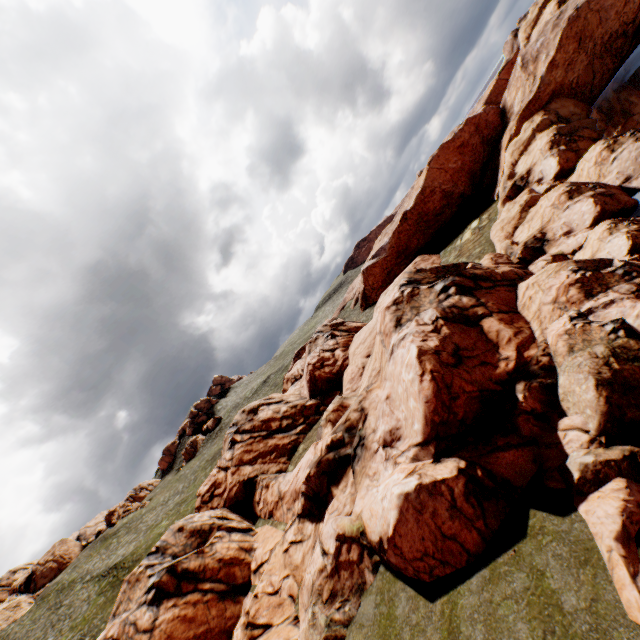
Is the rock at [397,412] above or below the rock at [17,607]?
below

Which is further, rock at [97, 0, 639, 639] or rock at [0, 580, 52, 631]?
rock at [0, 580, 52, 631]

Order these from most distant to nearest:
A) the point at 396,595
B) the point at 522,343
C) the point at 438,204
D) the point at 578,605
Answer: the point at 438,204 < the point at 522,343 < the point at 396,595 < the point at 578,605

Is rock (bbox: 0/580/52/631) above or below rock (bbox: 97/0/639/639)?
above

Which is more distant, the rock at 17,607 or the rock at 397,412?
the rock at 17,607
